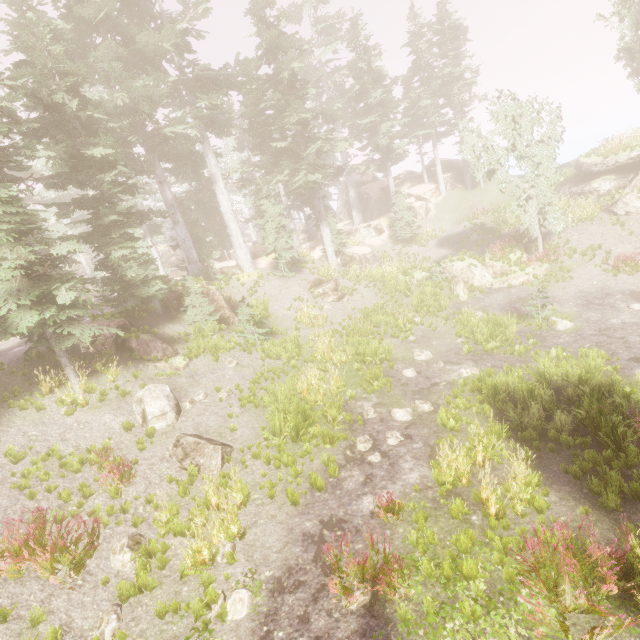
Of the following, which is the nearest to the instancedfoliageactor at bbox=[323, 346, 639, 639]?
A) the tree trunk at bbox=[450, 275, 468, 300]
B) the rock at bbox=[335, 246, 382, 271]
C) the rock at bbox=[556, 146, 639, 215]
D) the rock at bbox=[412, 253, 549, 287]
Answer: the rock at bbox=[556, 146, 639, 215]

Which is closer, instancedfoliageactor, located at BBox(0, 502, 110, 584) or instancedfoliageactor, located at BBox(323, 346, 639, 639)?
instancedfoliageactor, located at BBox(323, 346, 639, 639)

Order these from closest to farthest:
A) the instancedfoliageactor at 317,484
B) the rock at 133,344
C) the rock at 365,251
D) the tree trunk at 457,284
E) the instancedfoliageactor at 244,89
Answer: the instancedfoliageactor at 317,484
the instancedfoliageactor at 244,89
the rock at 133,344
the tree trunk at 457,284
the rock at 365,251

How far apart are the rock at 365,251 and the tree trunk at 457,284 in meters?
7.7

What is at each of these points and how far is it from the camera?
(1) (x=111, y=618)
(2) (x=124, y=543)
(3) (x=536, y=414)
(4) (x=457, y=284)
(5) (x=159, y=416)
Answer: (1) instancedfoliageactor, 6.1 meters
(2) instancedfoliageactor, 7.3 meters
(3) instancedfoliageactor, 9.2 meters
(4) tree trunk, 20.4 meters
(5) rock, 11.2 meters

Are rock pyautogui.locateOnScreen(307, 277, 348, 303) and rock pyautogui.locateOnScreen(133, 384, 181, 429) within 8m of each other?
no

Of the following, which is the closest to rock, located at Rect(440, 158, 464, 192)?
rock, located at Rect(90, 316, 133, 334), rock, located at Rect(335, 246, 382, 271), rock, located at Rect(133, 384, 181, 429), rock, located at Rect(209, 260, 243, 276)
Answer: rock, located at Rect(335, 246, 382, 271)

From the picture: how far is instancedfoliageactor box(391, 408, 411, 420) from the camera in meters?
10.9 m
